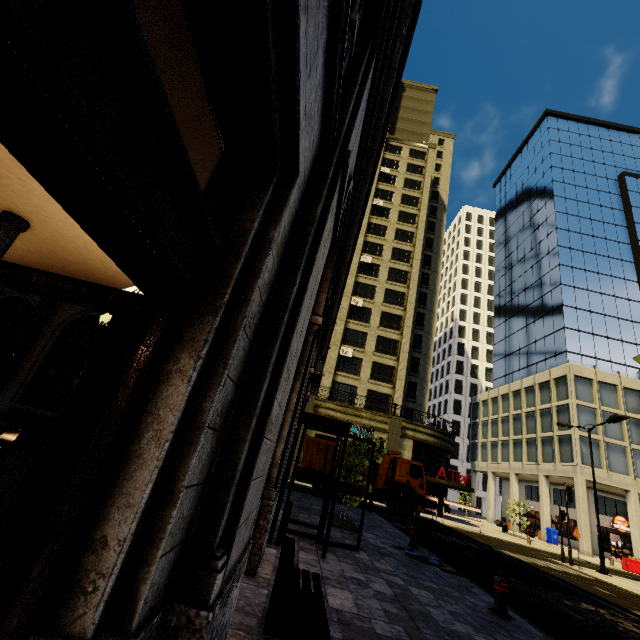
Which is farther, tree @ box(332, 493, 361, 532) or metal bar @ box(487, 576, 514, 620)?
tree @ box(332, 493, 361, 532)

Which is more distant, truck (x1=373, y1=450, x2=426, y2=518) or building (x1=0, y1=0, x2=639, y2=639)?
truck (x1=373, y1=450, x2=426, y2=518)

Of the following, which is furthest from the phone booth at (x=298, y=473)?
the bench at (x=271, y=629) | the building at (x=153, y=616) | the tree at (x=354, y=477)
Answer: the tree at (x=354, y=477)

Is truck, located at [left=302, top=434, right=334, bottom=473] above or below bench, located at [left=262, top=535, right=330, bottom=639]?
above

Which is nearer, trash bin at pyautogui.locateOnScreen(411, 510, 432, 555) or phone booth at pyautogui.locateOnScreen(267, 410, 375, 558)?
phone booth at pyautogui.locateOnScreen(267, 410, 375, 558)

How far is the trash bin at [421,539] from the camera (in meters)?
9.73

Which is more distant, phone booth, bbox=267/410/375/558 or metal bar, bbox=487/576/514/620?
phone booth, bbox=267/410/375/558

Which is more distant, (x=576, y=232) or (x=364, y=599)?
(x=576, y=232)
